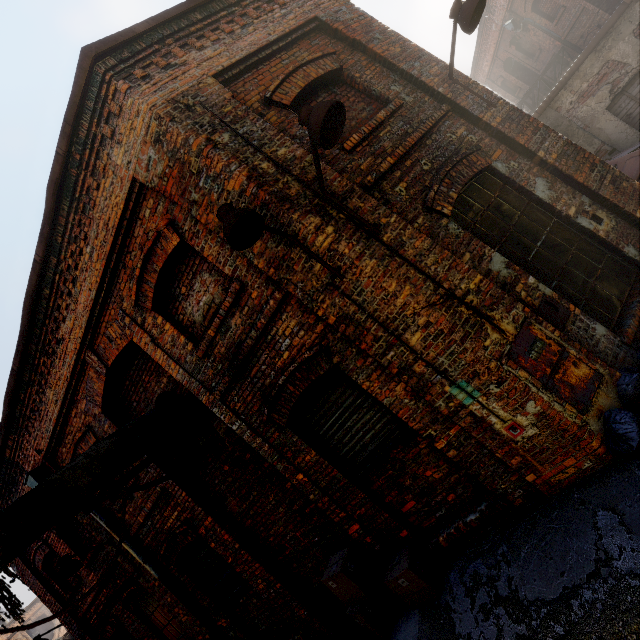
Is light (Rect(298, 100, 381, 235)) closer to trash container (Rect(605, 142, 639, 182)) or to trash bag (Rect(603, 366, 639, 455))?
trash bag (Rect(603, 366, 639, 455))

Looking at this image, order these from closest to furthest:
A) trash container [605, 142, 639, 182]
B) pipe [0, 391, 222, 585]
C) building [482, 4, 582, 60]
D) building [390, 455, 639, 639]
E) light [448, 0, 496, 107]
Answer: building [390, 455, 639, 639] → pipe [0, 391, 222, 585] → light [448, 0, 496, 107] → trash container [605, 142, 639, 182] → building [482, 4, 582, 60]

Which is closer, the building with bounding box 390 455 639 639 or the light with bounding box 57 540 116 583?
the building with bounding box 390 455 639 639

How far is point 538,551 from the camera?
3.2 meters

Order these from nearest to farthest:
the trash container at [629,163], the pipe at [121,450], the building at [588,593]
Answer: the building at [588,593] < the pipe at [121,450] < the trash container at [629,163]

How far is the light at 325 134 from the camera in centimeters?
296cm

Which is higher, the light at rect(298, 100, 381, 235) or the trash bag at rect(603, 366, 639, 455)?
the light at rect(298, 100, 381, 235)

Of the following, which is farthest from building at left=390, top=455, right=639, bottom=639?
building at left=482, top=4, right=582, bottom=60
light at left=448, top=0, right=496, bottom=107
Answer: building at left=482, top=4, right=582, bottom=60
